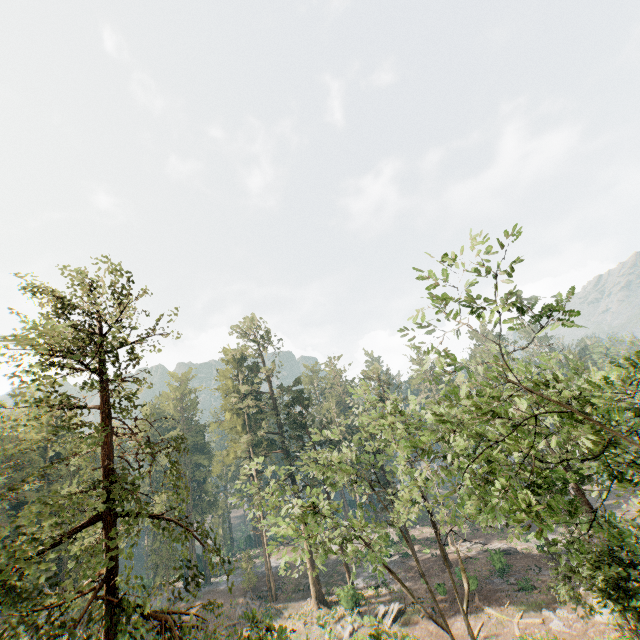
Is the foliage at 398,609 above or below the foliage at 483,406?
below

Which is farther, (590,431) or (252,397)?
(252,397)

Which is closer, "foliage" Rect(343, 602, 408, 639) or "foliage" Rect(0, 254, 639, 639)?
"foliage" Rect(0, 254, 639, 639)

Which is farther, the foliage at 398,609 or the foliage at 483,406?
the foliage at 398,609

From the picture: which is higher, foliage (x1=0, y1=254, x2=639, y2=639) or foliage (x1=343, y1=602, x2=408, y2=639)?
foliage (x1=0, y1=254, x2=639, y2=639)
